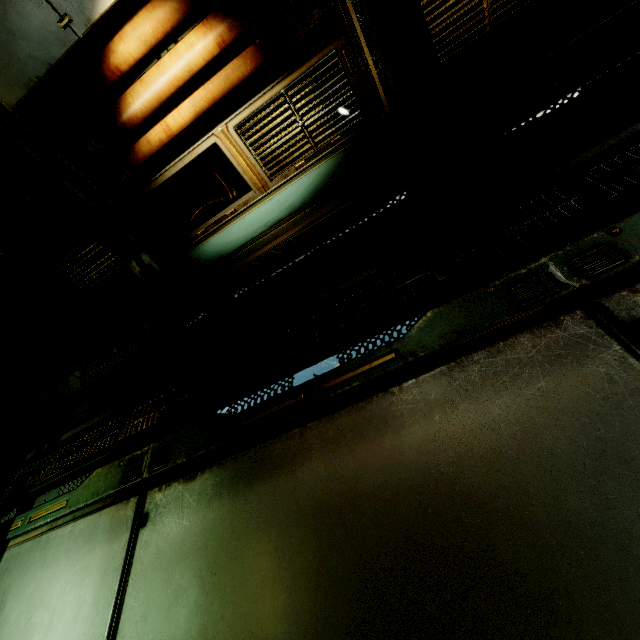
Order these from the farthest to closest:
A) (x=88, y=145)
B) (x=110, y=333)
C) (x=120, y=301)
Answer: (x=120, y=301) < (x=110, y=333) < (x=88, y=145)
